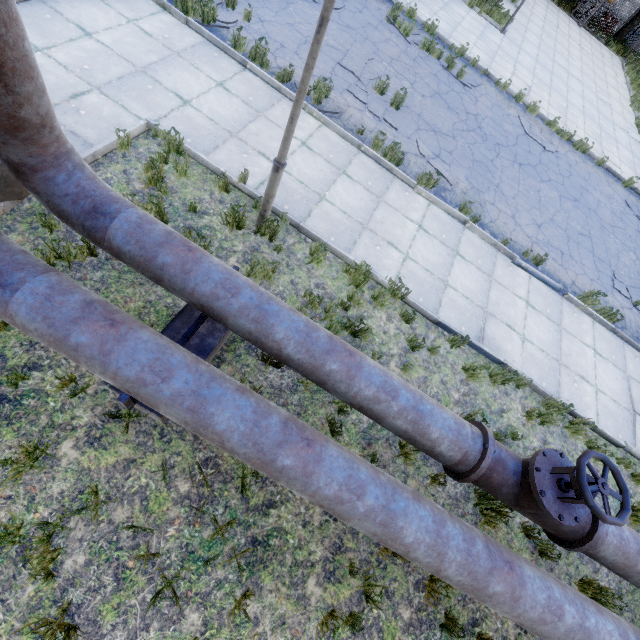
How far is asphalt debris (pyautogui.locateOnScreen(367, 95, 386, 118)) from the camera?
8.1 meters

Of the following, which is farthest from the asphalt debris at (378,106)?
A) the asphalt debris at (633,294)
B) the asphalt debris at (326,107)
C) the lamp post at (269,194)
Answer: the asphalt debris at (633,294)

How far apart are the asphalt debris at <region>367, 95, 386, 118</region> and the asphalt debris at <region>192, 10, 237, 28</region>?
2.7 meters

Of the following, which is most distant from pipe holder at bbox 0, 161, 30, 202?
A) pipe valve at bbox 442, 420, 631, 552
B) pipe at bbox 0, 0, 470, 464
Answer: pipe valve at bbox 442, 420, 631, 552

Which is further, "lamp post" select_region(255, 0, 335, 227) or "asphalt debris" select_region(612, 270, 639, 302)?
"asphalt debris" select_region(612, 270, 639, 302)

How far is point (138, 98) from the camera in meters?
5.5 m

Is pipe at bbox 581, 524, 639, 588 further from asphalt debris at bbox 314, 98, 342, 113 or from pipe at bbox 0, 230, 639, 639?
asphalt debris at bbox 314, 98, 342, 113

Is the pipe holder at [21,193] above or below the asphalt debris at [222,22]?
above
